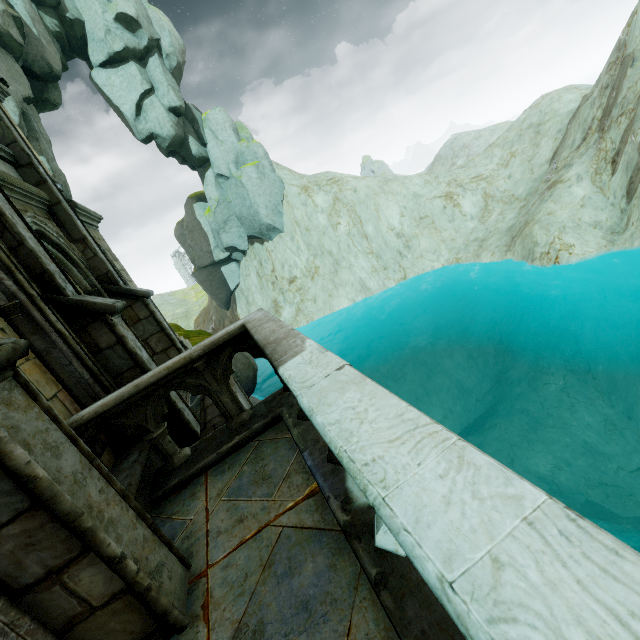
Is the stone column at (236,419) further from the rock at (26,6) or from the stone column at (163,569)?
the rock at (26,6)

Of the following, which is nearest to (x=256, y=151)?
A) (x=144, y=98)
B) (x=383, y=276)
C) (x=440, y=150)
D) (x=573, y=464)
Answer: (x=144, y=98)

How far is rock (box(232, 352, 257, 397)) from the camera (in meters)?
14.89

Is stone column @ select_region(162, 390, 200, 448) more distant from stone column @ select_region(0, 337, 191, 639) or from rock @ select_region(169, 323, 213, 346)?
rock @ select_region(169, 323, 213, 346)

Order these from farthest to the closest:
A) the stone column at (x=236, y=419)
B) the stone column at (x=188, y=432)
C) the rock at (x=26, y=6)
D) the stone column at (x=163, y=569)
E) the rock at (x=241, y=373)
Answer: the rock at (x=26, y=6)
the rock at (x=241, y=373)
the stone column at (x=188, y=432)
the stone column at (x=236, y=419)
the stone column at (x=163, y=569)

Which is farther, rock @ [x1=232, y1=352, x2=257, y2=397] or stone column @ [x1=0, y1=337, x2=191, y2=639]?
rock @ [x1=232, y1=352, x2=257, y2=397]

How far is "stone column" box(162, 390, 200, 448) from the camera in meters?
5.3

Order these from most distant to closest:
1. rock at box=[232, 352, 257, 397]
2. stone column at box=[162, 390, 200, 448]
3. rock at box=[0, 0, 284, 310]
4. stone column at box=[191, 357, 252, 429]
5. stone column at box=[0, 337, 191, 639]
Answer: rock at box=[0, 0, 284, 310], rock at box=[232, 352, 257, 397], stone column at box=[162, 390, 200, 448], stone column at box=[191, 357, 252, 429], stone column at box=[0, 337, 191, 639]
